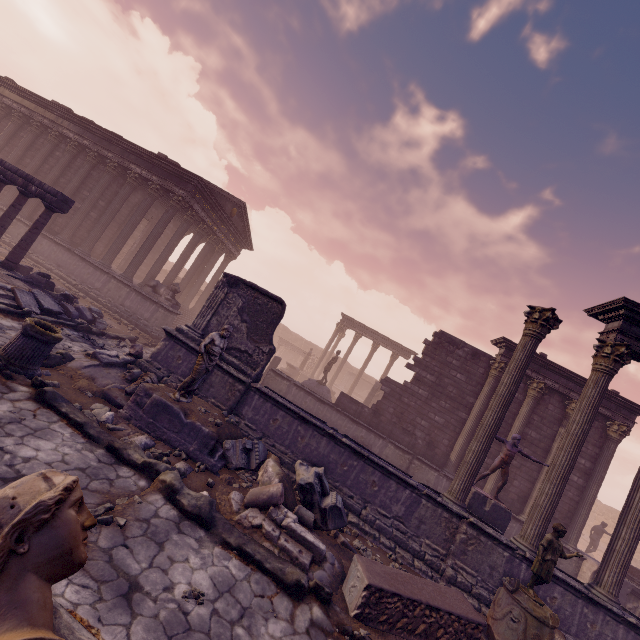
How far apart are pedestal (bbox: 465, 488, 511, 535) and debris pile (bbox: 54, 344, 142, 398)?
9.32m

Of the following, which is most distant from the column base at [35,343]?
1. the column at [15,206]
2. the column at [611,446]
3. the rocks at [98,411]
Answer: the column at [611,446]

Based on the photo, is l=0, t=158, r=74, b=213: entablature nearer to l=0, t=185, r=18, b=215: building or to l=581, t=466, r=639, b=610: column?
l=0, t=185, r=18, b=215: building

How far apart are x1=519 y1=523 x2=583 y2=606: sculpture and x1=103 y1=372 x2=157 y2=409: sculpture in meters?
8.3 m

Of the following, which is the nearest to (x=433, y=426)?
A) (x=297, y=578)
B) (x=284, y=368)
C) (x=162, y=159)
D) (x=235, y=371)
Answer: (x=235, y=371)

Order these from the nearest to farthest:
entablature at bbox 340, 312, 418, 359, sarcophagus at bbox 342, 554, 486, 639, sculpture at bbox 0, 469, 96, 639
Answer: sculpture at bbox 0, 469, 96, 639 < sarcophagus at bbox 342, 554, 486, 639 < entablature at bbox 340, 312, 418, 359

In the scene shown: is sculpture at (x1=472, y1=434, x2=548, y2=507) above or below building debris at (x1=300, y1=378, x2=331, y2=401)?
above

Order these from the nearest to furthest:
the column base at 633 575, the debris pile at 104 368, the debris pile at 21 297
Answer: the debris pile at 104 368 < the debris pile at 21 297 < the column base at 633 575
